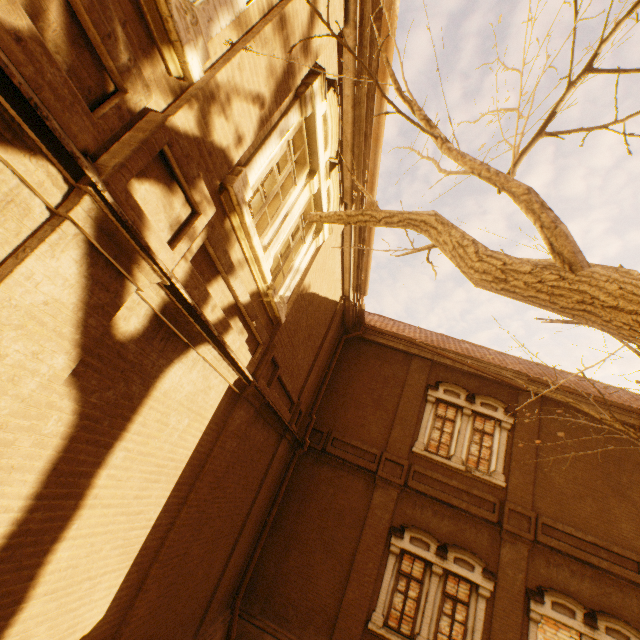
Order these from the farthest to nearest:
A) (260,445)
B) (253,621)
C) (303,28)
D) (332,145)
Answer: (253,621)
(260,445)
(332,145)
(303,28)

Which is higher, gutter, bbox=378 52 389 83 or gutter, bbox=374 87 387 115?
gutter, bbox=378 52 389 83

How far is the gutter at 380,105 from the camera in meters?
5.5 m

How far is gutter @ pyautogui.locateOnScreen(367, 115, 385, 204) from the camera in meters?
5.8 m

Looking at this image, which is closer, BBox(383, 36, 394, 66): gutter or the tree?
the tree
